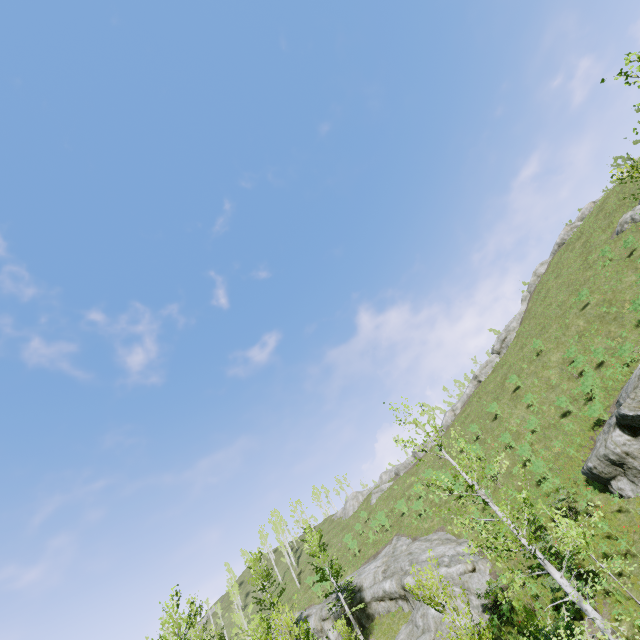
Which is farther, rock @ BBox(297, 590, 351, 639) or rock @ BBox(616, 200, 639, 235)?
rock @ BBox(616, 200, 639, 235)

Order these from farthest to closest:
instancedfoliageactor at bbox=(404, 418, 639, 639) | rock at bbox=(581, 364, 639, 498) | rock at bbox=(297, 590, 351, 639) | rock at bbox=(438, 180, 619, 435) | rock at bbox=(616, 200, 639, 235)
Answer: rock at bbox=(438, 180, 619, 435)
rock at bbox=(616, 200, 639, 235)
rock at bbox=(297, 590, 351, 639)
rock at bbox=(581, 364, 639, 498)
instancedfoliageactor at bbox=(404, 418, 639, 639)

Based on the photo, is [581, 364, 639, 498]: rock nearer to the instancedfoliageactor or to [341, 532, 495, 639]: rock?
the instancedfoliageactor

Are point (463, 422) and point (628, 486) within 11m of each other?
no

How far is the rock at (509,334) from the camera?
48.91m

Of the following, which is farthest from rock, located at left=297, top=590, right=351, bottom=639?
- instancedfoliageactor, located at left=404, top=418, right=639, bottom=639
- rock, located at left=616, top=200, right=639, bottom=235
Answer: rock, located at left=616, top=200, right=639, bottom=235

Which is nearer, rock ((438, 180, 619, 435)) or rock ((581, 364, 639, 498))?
rock ((581, 364, 639, 498))

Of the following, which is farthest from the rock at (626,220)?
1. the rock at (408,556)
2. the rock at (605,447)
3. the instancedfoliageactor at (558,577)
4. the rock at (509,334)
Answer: the rock at (408,556)
